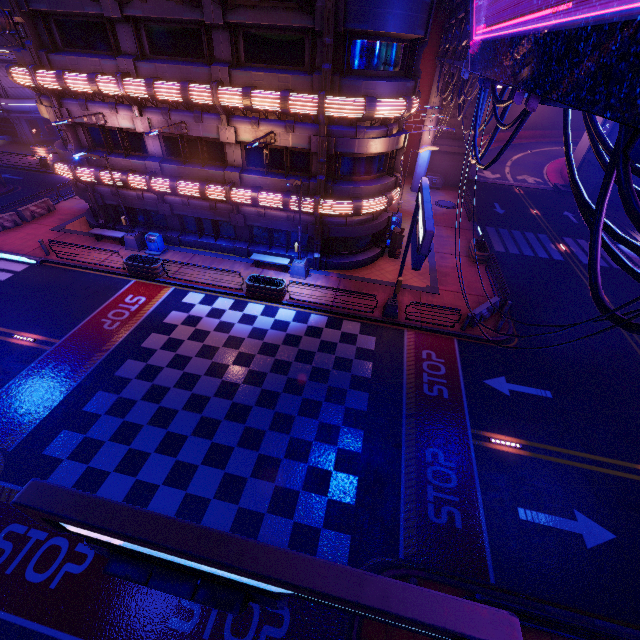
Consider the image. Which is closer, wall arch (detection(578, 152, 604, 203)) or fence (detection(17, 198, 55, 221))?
fence (detection(17, 198, 55, 221))

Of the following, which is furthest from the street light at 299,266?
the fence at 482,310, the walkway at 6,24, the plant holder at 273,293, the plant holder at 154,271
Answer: the walkway at 6,24

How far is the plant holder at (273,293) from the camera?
17.86m

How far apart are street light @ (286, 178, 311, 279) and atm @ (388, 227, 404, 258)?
5.9 meters

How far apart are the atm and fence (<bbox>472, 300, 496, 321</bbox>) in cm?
654

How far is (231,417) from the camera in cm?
1267

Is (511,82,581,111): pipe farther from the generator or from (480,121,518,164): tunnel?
the generator

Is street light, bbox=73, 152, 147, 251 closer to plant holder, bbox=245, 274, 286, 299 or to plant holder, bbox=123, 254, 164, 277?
plant holder, bbox=123, 254, 164, 277
